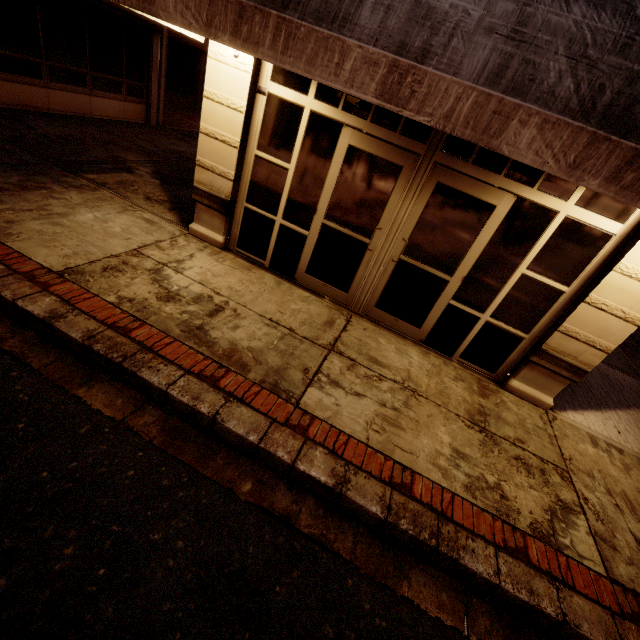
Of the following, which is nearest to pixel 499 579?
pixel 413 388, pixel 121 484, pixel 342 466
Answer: pixel 342 466

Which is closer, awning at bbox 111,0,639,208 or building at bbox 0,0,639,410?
awning at bbox 111,0,639,208

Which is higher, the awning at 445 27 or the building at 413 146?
the awning at 445 27

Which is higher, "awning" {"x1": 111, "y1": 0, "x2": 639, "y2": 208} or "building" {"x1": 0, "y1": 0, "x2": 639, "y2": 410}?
"awning" {"x1": 111, "y1": 0, "x2": 639, "y2": 208}

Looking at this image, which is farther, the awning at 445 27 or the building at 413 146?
Answer: the building at 413 146
